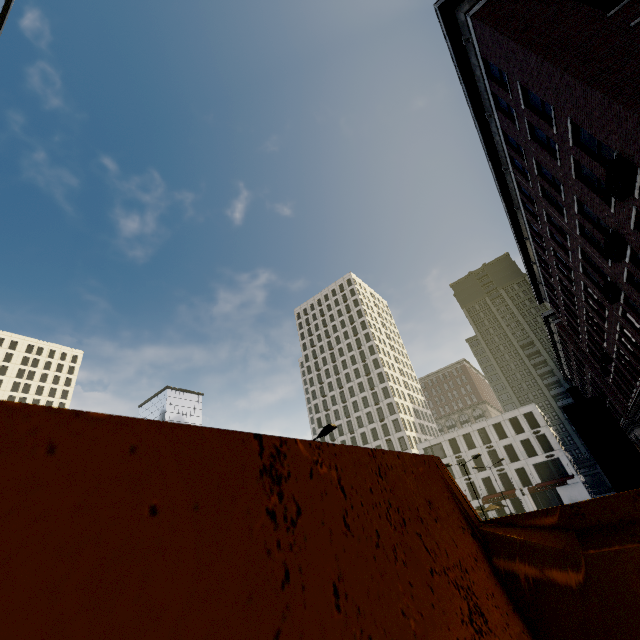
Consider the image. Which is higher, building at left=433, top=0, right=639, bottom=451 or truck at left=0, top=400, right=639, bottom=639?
building at left=433, top=0, right=639, bottom=451

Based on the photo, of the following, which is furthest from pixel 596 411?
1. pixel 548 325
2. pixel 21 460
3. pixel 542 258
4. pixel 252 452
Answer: pixel 548 325

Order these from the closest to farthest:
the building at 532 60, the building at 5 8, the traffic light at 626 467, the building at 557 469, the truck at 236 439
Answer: the truck at 236 439
the traffic light at 626 467
the building at 532 60
the building at 5 8
the building at 557 469

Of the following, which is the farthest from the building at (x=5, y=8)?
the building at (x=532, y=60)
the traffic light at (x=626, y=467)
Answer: the traffic light at (x=626, y=467)

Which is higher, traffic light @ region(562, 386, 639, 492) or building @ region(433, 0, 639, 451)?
building @ region(433, 0, 639, 451)

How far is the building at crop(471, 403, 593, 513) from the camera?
53.00m

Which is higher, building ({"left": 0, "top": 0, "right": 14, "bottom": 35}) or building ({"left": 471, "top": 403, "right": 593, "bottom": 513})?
building ({"left": 0, "top": 0, "right": 14, "bottom": 35})

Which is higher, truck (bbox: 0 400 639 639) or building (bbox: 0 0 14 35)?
building (bbox: 0 0 14 35)
